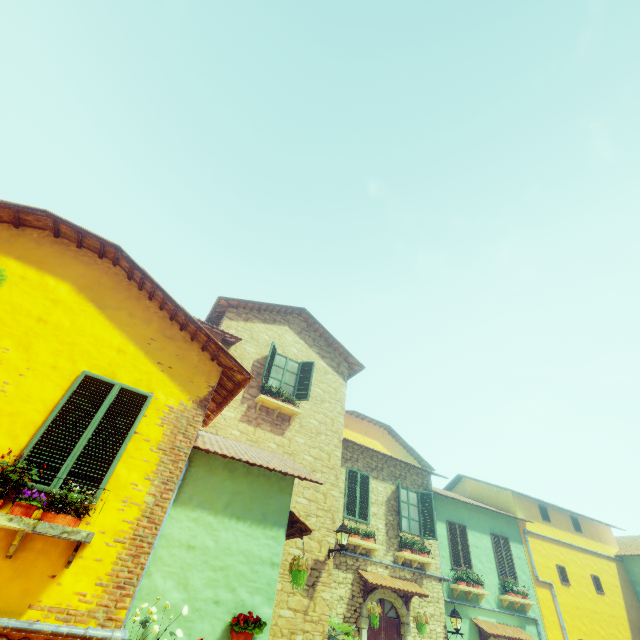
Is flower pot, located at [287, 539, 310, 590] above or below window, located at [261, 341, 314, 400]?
below

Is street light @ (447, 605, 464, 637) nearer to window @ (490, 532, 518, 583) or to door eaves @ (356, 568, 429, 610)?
door eaves @ (356, 568, 429, 610)

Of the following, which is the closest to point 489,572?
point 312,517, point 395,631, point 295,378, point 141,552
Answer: point 395,631

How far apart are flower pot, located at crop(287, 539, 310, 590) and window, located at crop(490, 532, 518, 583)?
11.3 meters

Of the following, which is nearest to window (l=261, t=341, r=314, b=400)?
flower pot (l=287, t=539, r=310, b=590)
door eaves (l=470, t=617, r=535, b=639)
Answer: flower pot (l=287, t=539, r=310, b=590)

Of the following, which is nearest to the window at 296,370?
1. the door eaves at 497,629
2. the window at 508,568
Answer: the door eaves at 497,629

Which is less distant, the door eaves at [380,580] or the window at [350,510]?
the door eaves at [380,580]

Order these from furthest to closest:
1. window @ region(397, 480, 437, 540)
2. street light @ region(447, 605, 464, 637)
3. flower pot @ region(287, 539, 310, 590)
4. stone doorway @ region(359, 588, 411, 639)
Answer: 1. window @ region(397, 480, 437, 540)
2. street light @ region(447, 605, 464, 637)
3. stone doorway @ region(359, 588, 411, 639)
4. flower pot @ region(287, 539, 310, 590)
